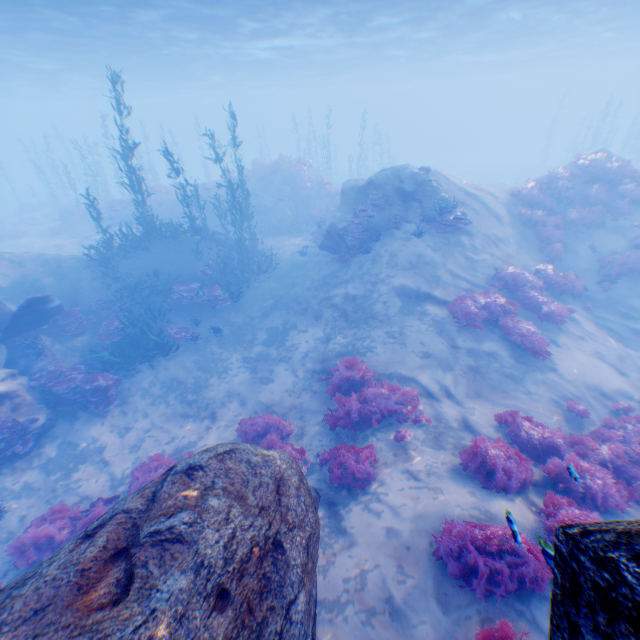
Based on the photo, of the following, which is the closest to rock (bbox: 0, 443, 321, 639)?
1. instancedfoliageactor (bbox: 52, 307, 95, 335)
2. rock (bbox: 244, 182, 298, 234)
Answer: instancedfoliageactor (bbox: 52, 307, 95, 335)

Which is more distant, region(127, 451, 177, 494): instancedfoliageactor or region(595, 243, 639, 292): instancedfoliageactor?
region(595, 243, 639, 292): instancedfoliageactor

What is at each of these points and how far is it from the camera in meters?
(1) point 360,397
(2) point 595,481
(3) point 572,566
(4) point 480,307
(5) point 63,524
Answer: (1) instancedfoliageactor, 8.9 m
(2) instancedfoliageactor, 5.8 m
(3) rock, 1.5 m
(4) instancedfoliageactor, 10.7 m
(5) instancedfoliageactor, 7.5 m

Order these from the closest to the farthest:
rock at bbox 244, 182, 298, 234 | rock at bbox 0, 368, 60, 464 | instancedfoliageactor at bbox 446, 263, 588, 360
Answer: rock at bbox 0, 368, 60, 464 < instancedfoliageactor at bbox 446, 263, 588, 360 < rock at bbox 244, 182, 298, 234

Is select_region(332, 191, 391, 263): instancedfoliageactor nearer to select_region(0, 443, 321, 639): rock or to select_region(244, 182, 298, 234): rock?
select_region(0, 443, 321, 639): rock

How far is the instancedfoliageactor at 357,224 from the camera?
13.80m

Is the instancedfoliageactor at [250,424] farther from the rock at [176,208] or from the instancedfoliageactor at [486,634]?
the rock at [176,208]

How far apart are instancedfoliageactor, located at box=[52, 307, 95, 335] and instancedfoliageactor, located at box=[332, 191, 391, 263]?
11.59m
